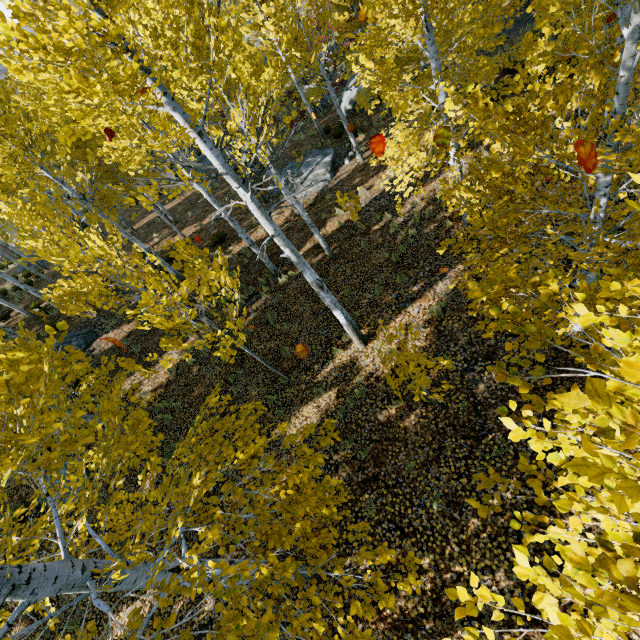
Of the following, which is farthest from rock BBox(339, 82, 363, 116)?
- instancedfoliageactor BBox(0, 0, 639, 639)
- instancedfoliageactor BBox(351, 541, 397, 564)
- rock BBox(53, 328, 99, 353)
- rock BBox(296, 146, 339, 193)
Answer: instancedfoliageactor BBox(351, 541, 397, 564)

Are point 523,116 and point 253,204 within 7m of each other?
yes

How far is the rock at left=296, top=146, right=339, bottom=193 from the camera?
15.40m

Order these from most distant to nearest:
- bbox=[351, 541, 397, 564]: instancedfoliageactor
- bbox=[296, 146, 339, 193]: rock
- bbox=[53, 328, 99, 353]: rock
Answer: bbox=[296, 146, 339, 193]: rock, bbox=[53, 328, 99, 353]: rock, bbox=[351, 541, 397, 564]: instancedfoliageactor

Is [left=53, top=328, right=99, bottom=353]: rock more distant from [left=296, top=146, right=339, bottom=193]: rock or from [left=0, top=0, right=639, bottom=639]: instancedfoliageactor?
[left=296, top=146, right=339, bottom=193]: rock

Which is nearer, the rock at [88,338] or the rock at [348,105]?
the rock at [88,338]

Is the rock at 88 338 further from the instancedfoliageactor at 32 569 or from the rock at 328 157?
the rock at 328 157

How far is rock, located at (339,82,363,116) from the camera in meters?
19.3 m
